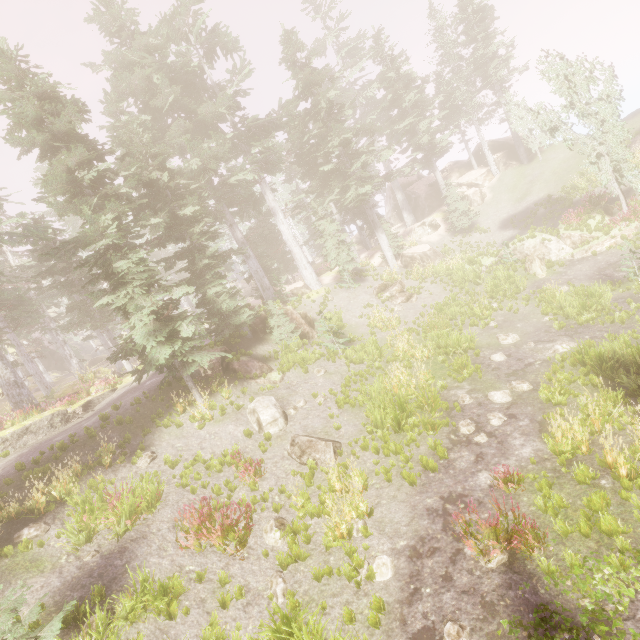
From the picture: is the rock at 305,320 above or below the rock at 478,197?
below

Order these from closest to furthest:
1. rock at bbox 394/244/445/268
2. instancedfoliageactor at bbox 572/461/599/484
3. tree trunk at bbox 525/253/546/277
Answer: instancedfoliageactor at bbox 572/461/599/484
tree trunk at bbox 525/253/546/277
rock at bbox 394/244/445/268

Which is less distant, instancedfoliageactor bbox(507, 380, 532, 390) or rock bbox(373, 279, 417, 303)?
instancedfoliageactor bbox(507, 380, 532, 390)

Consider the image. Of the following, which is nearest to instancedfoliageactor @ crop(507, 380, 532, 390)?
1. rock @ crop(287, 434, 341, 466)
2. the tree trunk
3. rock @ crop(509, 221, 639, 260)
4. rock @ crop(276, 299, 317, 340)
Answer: rock @ crop(276, 299, 317, 340)

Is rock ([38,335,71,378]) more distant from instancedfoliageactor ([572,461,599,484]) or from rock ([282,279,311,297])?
rock ([282,279,311,297])

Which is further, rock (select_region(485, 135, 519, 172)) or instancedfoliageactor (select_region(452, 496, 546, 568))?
rock (select_region(485, 135, 519, 172))

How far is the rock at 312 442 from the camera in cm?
1078

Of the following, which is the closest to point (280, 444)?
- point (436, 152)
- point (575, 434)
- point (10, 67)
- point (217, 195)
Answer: point (575, 434)
